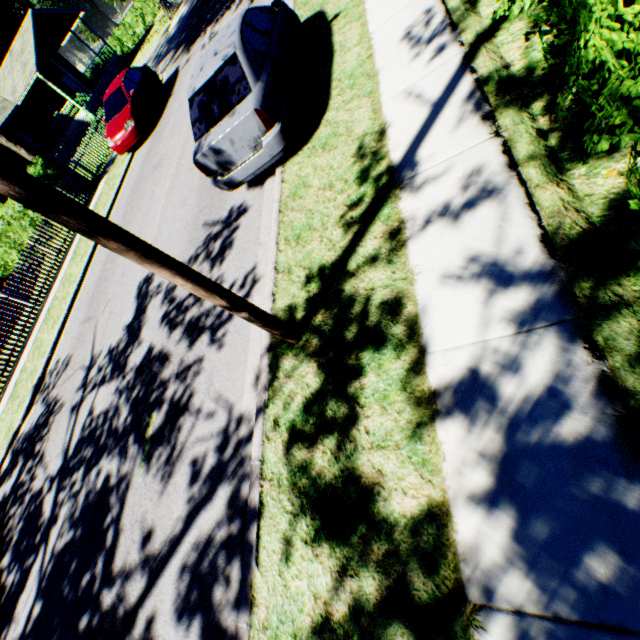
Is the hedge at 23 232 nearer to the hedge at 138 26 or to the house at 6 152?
the house at 6 152

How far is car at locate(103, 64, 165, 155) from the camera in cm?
1307

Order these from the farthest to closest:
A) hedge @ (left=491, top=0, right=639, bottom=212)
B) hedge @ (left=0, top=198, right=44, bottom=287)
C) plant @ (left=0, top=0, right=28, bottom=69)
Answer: plant @ (left=0, top=0, right=28, bottom=69), hedge @ (left=0, top=198, right=44, bottom=287), hedge @ (left=491, top=0, right=639, bottom=212)

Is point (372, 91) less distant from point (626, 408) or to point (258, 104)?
point (258, 104)

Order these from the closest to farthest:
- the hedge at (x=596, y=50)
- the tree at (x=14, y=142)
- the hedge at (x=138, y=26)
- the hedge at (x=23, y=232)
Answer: the hedge at (x=596, y=50)
the tree at (x=14, y=142)
the hedge at (x=23, y=232)
the hedge at (x=138, y=26)

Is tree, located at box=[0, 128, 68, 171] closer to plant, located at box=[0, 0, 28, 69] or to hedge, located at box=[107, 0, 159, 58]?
plant, located at box=[0, 0, 28, 69]

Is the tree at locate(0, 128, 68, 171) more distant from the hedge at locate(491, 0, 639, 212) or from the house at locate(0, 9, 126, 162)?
the hedge at locate(491, 0, 639, 212)

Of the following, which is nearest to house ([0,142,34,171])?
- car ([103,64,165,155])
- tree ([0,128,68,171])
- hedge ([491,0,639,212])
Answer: tree ([0,128,68,171])
